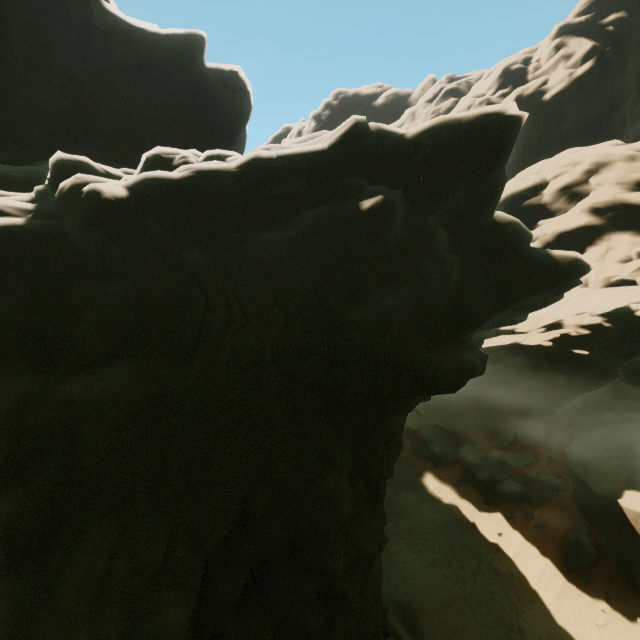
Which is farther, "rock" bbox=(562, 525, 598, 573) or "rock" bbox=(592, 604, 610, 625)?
"rock" bbox=(562, 525, 598, 573)

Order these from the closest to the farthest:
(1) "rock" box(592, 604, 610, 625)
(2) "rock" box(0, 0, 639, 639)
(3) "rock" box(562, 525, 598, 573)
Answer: (2) "rock" box(0, 0, 639, 639), (1) "rock" box(592, 604, 610, 625), (3) "rock" box(562, 525, 598, 573)

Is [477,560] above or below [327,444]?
below

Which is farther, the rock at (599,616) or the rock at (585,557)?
the rock at (585,557)

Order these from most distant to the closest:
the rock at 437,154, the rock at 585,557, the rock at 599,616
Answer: the rock at 585,557, the rock at 599,616, the rock at 437,154

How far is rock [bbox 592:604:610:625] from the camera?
12.9 meters
